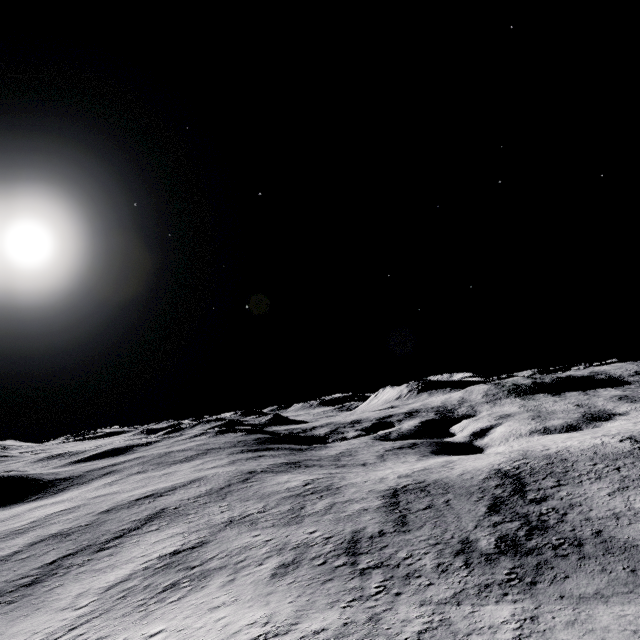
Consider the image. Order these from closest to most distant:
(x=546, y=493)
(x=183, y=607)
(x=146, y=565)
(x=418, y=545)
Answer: (x=183, y=607)
(x=418, y=545)
(x=146, y=565)
(x=546, y=493)
